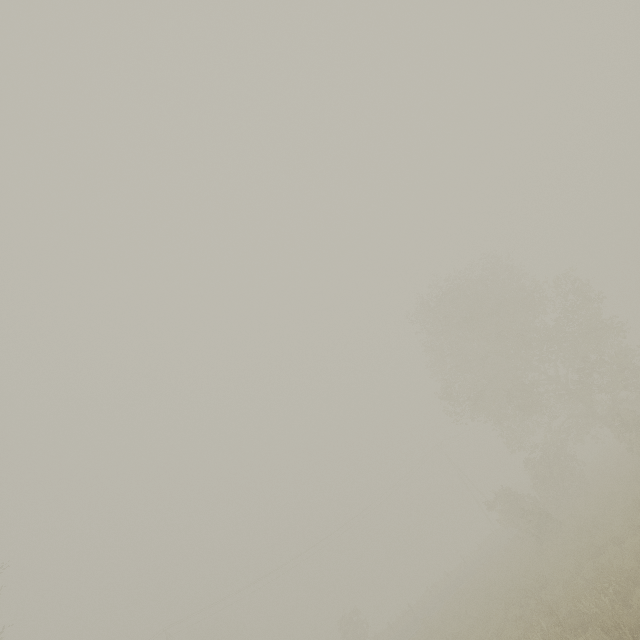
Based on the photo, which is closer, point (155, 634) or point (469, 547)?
point (155, 634)
